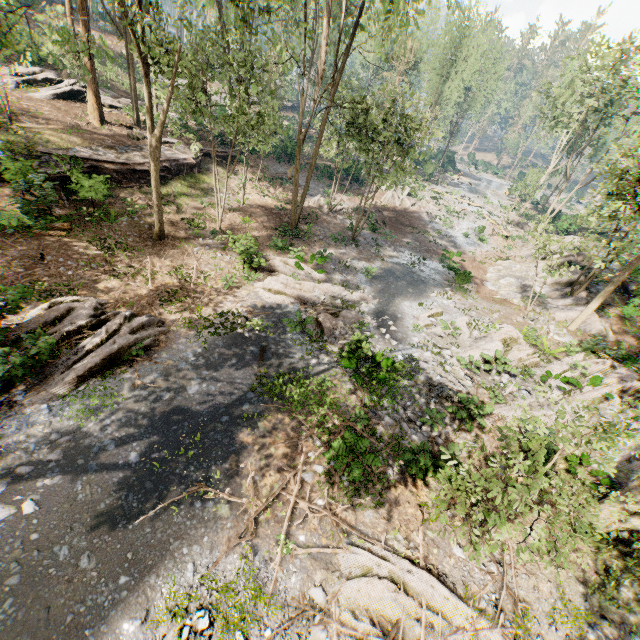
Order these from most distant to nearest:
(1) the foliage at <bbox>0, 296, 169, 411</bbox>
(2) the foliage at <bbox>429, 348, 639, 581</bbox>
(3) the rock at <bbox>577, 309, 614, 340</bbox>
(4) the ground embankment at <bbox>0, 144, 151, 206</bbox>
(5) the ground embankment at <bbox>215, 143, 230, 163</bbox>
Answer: (5) the ground embankment at <bbox>215, 143, 230, 163</bbox> → (3) the rock at <bbox>577, 309, 614, 340</bbox> → (4) the ground embankment at <bbox>0, 144, 151, 206</bbox> → (1) the foliage at <bbox>0, 296, 169, 411</bbox> → (2) the foliage at <bbox>429, 348, 639, 581</bbox>

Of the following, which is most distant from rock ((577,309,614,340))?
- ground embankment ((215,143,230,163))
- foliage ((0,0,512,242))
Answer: ground embankment ((215,143,230,163))

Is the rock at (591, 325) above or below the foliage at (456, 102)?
below

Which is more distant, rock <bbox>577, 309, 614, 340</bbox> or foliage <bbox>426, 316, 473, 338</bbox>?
rock <bbox>577, 309, 614, 340</bbox>

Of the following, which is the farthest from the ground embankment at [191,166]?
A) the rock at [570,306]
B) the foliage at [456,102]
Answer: the rock at [570,306]

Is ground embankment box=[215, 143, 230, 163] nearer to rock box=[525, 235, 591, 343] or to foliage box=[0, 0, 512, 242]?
foliage box=[0, 0, 512, 242]

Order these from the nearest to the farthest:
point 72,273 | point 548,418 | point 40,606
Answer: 1. point 40,606
2. point 548,418
3. point 72,273
